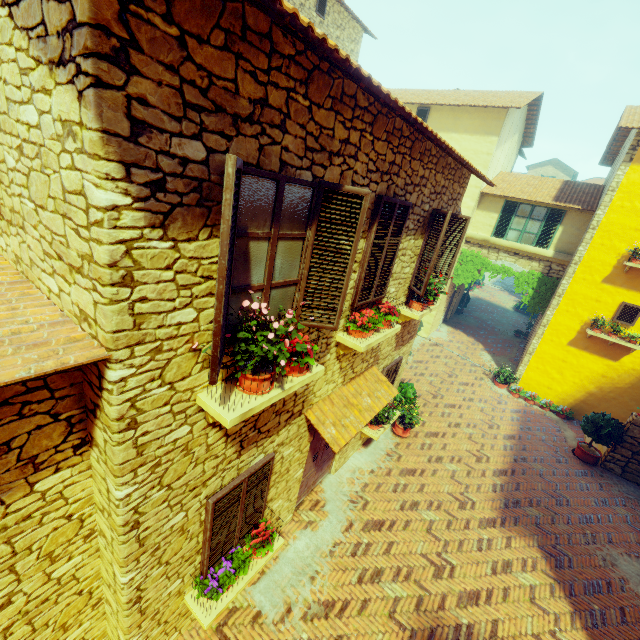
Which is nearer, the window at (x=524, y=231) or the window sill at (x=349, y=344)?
the window sill at (x=349, y=344)

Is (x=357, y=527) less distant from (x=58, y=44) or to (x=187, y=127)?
(x=187, y=127)

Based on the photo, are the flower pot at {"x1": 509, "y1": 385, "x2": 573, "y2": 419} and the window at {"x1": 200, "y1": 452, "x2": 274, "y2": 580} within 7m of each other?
no

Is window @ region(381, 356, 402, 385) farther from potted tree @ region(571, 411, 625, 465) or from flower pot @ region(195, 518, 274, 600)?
potted tree @ region(571, 411, 625, 465)

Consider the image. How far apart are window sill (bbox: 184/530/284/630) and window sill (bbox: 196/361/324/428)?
2.6m

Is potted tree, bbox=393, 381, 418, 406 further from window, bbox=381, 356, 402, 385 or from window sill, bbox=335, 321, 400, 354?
window sill, bbox=335, 321, 400, 354

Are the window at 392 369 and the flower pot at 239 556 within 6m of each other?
yes

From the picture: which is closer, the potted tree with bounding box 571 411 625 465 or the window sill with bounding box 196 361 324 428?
the window sill with bounding box 196 361 324 428
